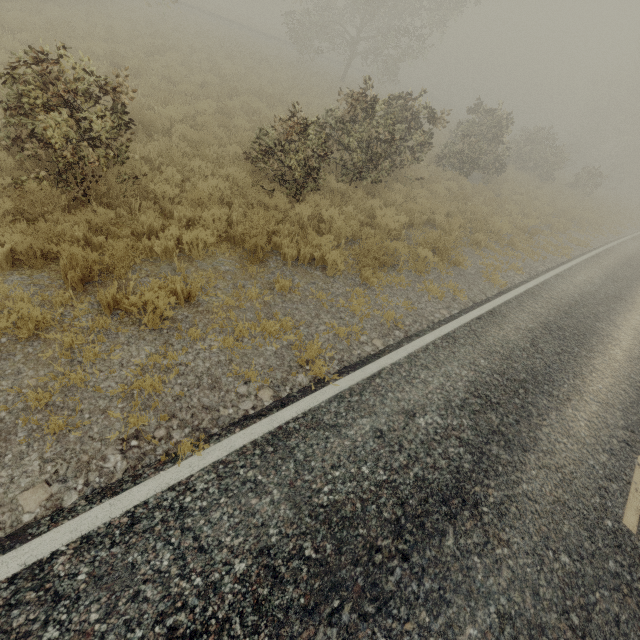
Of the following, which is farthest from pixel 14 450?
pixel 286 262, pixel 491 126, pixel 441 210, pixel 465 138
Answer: pixel 491 126
